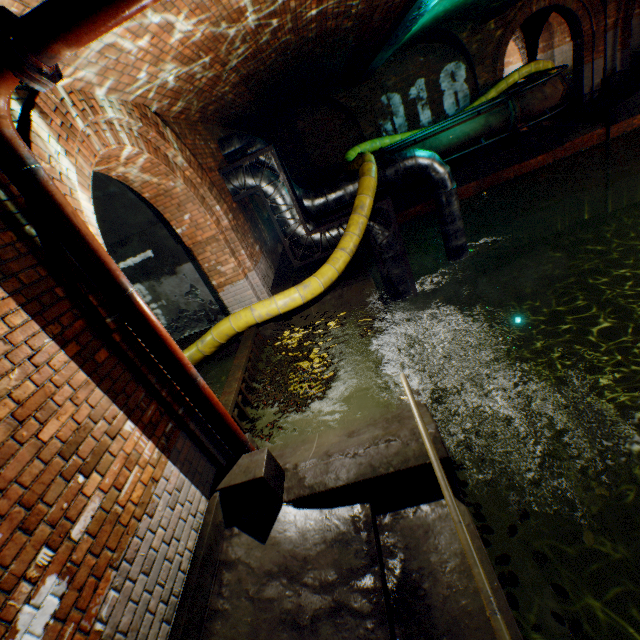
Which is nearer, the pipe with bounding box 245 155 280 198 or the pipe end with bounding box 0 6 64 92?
the pipe end with bounding box 0 6 64 92

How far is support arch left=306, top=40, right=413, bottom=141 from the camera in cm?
1221

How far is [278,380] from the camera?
6.0 meters

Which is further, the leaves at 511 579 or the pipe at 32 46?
the leaves at 511 579

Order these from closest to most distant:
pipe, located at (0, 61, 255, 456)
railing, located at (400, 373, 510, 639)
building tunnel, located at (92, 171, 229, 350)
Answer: railing, located at (400, 373, 510, 639) < pipe, located at (0, 61, 255, 456) < building tunnel, located at (92, 171, 229, 350)

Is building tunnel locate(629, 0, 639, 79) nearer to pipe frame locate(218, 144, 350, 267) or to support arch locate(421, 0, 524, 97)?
support arch locate(421, 0, 524, 97)

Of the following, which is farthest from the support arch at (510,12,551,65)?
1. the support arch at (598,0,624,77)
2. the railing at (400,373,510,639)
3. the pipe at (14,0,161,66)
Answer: the railing at (400,373,510,639)

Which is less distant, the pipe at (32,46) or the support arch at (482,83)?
the pipe at (32,46)
